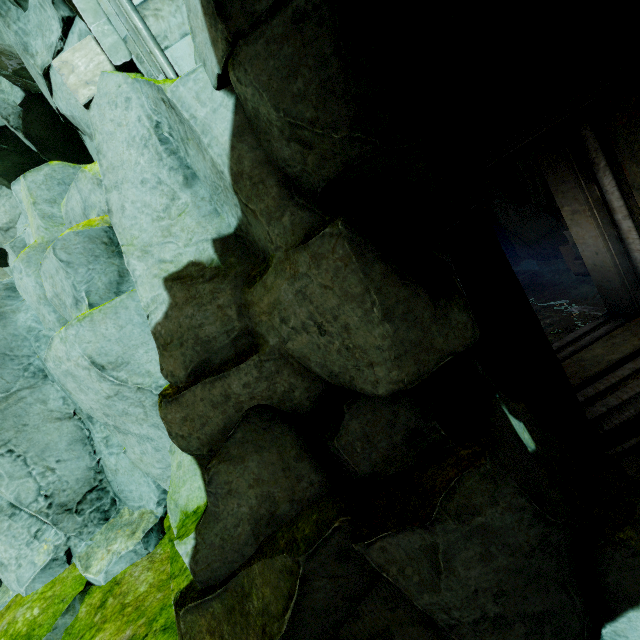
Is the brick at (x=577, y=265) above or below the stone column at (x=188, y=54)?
below

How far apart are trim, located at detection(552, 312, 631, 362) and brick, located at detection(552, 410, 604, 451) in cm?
96

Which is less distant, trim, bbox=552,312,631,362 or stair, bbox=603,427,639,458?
stair, bbox=603,427,639,458

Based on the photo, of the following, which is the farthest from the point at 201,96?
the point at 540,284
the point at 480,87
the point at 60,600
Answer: the point at 540,284

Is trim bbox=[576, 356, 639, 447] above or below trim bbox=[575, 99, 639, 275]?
below

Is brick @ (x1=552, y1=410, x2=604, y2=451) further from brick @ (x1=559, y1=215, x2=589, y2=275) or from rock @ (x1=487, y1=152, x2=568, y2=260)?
brick @ (x1=559, y1=215, x2=589, y2=275)

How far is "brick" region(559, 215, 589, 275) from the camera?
6.8 meters

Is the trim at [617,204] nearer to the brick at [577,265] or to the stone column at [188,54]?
the brick at [577,265]
